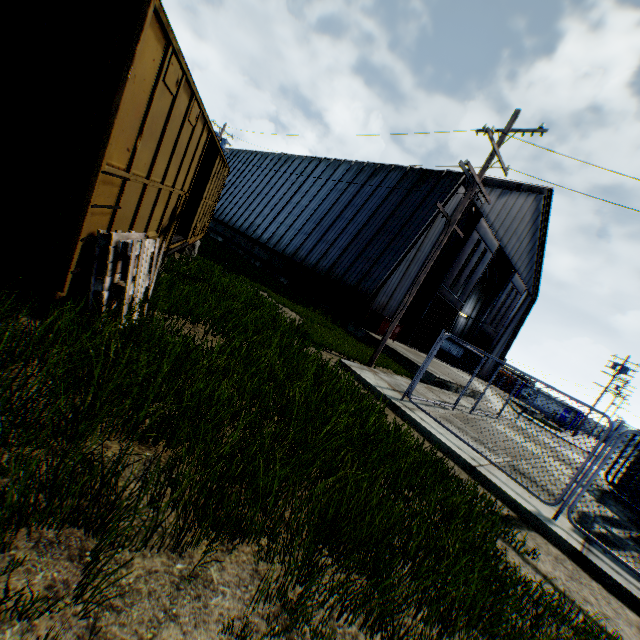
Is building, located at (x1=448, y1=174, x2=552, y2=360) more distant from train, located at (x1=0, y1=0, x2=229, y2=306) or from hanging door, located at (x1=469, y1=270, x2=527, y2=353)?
train, located at (x1=0, y1=0, x2=229, y2=306)

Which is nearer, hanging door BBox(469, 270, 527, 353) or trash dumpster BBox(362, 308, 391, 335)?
trash dumpster BBox(362, 308, 391, 335)

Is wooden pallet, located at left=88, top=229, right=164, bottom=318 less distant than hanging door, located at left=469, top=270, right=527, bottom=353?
Yes

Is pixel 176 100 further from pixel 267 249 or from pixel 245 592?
pixel 267 249

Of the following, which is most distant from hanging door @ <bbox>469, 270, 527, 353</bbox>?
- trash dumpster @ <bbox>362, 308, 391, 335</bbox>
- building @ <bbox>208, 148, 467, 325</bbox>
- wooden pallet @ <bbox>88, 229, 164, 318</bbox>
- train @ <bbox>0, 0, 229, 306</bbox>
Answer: wooden pallet @ <bbox>88, 229, 164, 318</bbox>

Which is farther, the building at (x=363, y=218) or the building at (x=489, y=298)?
the building at (x=489, y=298)

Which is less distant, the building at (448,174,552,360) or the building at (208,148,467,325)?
the building at (208,148,467,325)

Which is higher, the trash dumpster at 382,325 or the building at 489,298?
the building at 489,298
